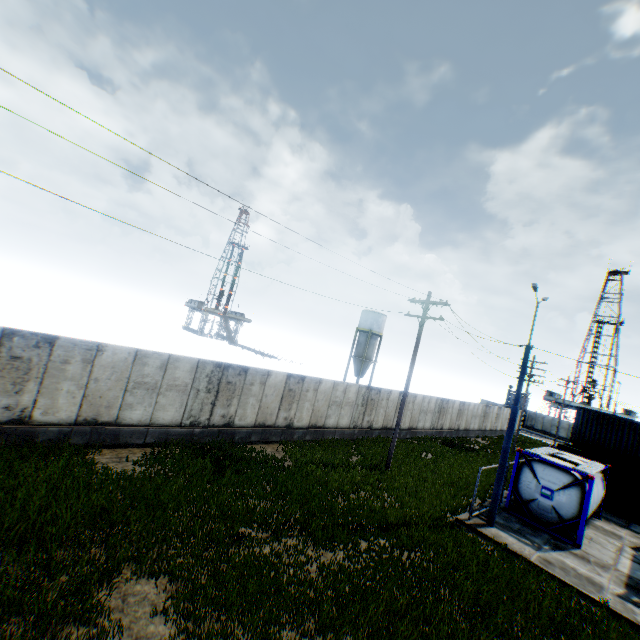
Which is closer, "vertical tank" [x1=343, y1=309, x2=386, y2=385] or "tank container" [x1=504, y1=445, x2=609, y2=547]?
"tank container" [x1=504, y1=445, x2=609, y2=547]

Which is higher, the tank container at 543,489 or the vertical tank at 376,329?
the vertical tank at 376,329

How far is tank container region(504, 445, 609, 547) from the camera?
14.0m

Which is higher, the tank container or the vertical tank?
the vertical tank

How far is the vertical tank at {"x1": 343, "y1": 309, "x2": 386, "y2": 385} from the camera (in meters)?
49.53

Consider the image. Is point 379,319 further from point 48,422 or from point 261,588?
point 261,588

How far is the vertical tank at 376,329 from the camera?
49.5 meters
